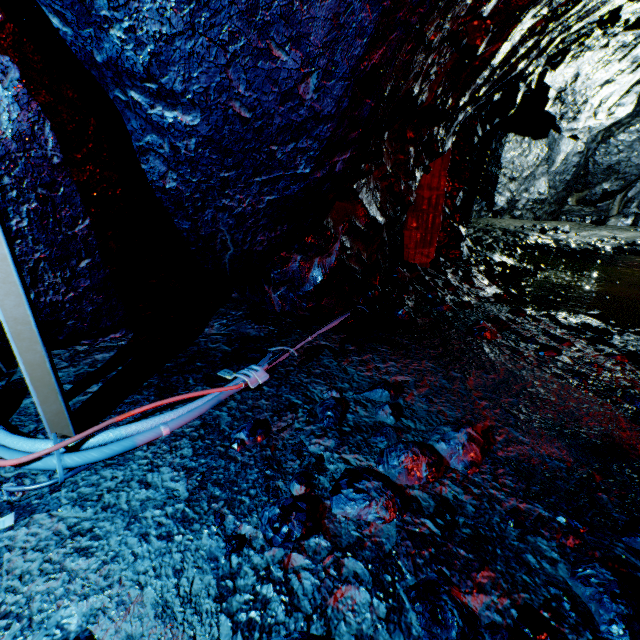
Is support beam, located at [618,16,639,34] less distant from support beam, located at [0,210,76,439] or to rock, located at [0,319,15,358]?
rock, located at [0,319,15,358]

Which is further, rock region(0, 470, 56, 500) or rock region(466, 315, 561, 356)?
rock region(466, 315, 561, 356)

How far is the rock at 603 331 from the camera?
3.34m

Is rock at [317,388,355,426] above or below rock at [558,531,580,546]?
above

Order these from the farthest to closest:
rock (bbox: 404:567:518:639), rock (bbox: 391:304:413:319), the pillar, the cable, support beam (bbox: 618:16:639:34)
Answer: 1. support beam (bbox: 618:16:639:34)
2. the pillar
3. rock (bbox: 391:304:413:319)
4. the cable
5. rock (bbox: 404:567:518:639)

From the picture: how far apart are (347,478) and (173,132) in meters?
2.2

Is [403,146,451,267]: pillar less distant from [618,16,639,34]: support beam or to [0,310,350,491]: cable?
[0,310,350,491]: cable
